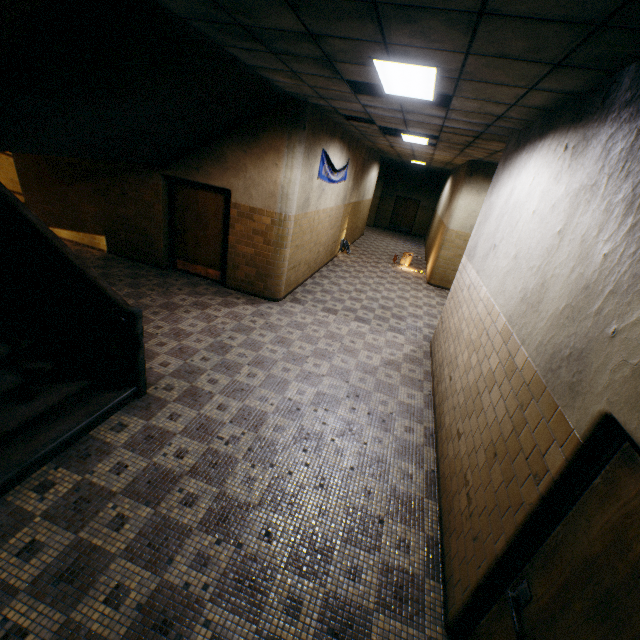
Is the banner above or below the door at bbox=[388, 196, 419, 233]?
above

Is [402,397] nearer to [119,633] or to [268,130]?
[119,633]

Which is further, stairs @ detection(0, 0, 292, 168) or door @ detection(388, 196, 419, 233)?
door @ detection(388, 196, 419, 233)

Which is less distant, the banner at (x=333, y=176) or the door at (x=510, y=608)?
the door at (x=510, y=608)

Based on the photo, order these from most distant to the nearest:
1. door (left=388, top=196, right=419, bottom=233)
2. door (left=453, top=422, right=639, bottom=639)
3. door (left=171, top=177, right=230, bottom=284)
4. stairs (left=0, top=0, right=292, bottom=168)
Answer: door (left=388, top=196, right=419, bottom=233)
door (left=171, top=177, right=230, bottom=284)
stairs (left=0, top=0, right=292, bottom=168)
door (left=453, top=422, right=639, bottom=639)

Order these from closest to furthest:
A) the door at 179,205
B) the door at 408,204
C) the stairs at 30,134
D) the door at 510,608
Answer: the door at 510,608 < the stairs at 30,134 < the door at 179,205 < the door at 408,204

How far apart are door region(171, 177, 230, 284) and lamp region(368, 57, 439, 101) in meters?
3.9 m
